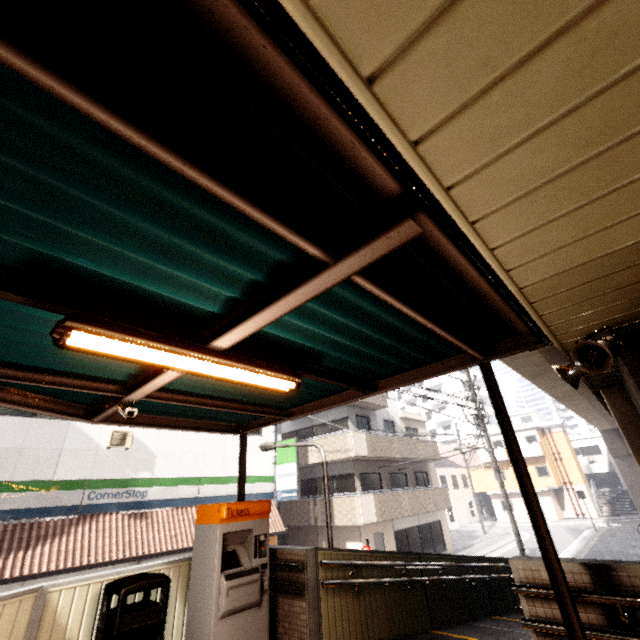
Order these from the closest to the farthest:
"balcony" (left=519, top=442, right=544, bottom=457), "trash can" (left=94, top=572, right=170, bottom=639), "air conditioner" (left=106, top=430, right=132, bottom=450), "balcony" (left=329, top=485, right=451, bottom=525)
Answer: "trash can" (left=94, top=572, right=170, bottom=639)
"air conditioner" (left=106, top=430, right=132, bottom=450)
"balcony" (left=329, top=485, right=451, bottom=525)
"balcony" (left=519, top=442, right=544, bottom=457)

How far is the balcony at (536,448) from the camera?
34.7 meters

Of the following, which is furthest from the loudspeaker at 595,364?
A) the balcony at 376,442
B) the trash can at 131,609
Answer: the balcony at 376,442

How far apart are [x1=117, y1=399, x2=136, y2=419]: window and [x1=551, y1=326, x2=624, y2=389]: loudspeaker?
4.41m

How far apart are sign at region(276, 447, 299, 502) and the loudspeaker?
13.6m

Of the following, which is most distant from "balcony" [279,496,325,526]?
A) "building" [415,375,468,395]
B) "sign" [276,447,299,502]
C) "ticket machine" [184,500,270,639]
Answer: "building" [415,375,468,395]

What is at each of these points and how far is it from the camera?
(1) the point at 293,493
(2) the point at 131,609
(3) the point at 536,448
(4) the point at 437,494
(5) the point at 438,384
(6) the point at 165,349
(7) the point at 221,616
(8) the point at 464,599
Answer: (1) sign, 14.46m
(2) trash can, 3.91m
(3) balcony, 34.91m
(4) balcony, 20.94m
(5) building, 54.69m
(6) fluorescent light, 2.34m
(7) ticket machine, 4.00m
(8) ramp, 7.16m

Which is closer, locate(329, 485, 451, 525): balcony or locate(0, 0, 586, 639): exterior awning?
locate(0, 0, 586, 639): exterior awning
